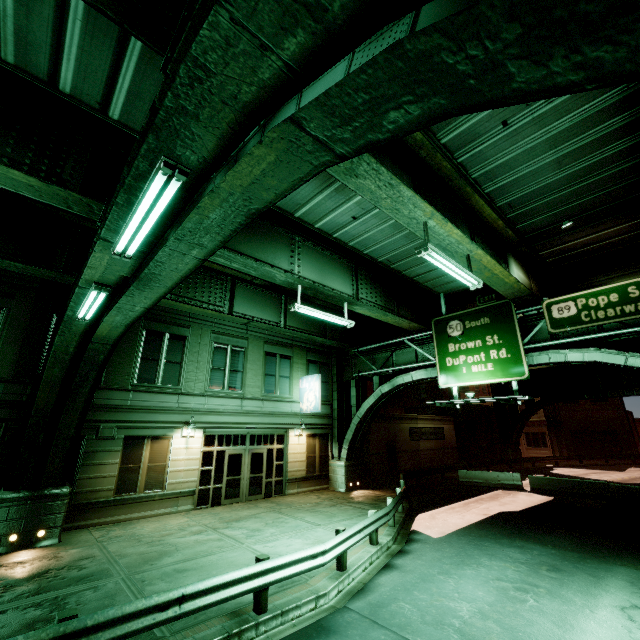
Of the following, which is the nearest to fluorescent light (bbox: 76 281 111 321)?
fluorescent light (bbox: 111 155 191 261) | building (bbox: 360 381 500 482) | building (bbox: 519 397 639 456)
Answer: fluorescent light (bbox: 111 155 191 261)

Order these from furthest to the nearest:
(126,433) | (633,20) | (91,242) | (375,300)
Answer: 1. (375,300)
2. (126,433)
3. (91,242)
4. (633,20)

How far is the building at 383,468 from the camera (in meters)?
25.08

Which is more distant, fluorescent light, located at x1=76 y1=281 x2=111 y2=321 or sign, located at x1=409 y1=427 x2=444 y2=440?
sign, located at x1=409 y1=427 x2=444 y2=440

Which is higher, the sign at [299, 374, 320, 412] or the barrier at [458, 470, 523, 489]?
the sign at [299, 374, 320, 412]

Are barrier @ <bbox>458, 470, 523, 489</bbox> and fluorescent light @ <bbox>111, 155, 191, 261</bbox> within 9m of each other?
no

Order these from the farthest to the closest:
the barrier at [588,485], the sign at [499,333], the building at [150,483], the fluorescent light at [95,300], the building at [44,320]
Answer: the barrier at [588,485], the building at [150,483], the sign at [499,333], the building at [44,320], the fluorescent light at [95,300]

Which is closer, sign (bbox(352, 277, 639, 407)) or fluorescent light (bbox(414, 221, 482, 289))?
fluorescent light (bbox(414, 221, 482, 289))
